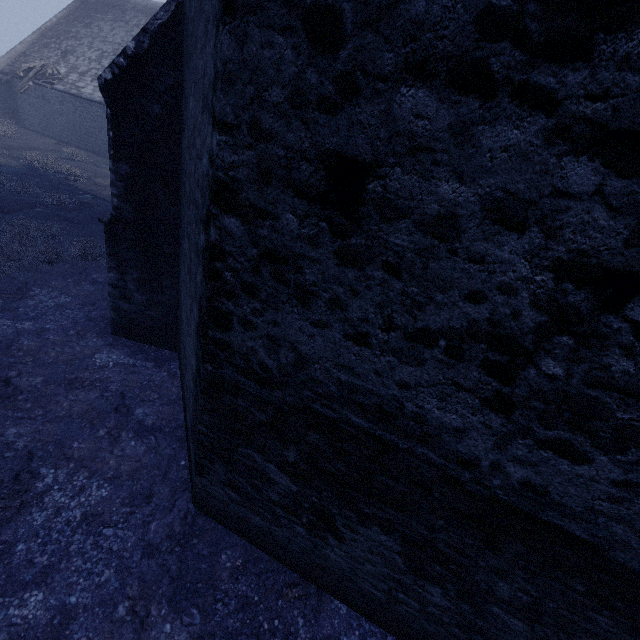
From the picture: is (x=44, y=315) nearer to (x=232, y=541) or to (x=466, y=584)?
(x=232, y=541)
